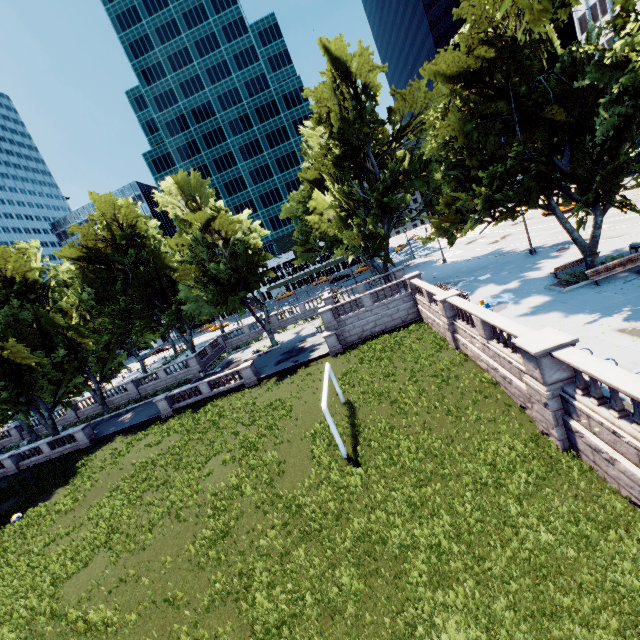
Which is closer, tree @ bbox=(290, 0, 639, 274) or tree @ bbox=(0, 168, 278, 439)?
tree @ bbox=(290, 0, 639, 274)

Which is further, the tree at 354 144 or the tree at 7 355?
the tree at 7 355

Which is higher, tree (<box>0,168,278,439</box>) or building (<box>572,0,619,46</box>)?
building (<box>572,0,619,46</box>)

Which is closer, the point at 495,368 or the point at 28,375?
the point at 495,368

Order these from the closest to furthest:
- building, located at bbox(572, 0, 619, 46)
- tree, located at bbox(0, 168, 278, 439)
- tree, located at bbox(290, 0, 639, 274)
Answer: tree, located at bbox(290, 0, 639, 274) < tree, located at bbox(0, 168, 278, 439) < building, located at bbox(572, 0, 619, 46)

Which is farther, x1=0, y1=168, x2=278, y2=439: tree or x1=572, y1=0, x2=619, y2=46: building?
x1=572, y1=0, x2=619, y2=46: building

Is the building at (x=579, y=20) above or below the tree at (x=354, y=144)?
above
